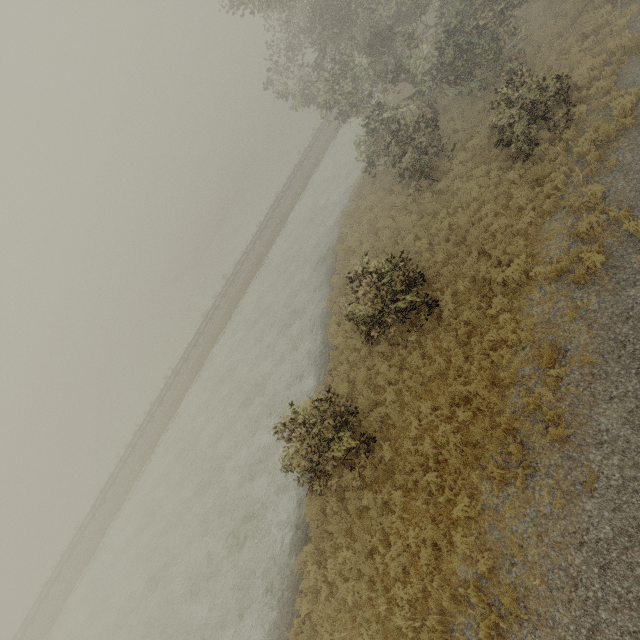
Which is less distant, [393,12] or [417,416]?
[417,416]
